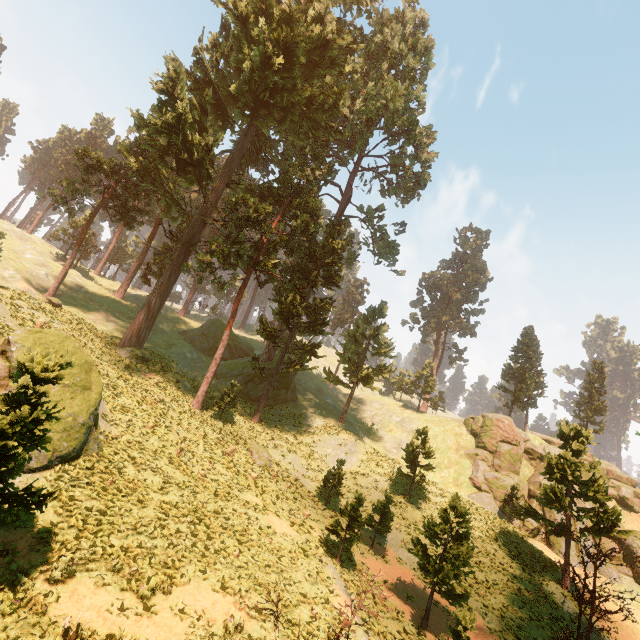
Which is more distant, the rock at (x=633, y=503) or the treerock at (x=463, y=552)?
the rock at (x=633, y=503)

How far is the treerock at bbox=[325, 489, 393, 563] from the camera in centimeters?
1716cm

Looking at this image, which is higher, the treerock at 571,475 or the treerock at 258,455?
the treerock at 571,475

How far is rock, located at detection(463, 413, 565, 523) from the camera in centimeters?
3416cm

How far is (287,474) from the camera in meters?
25.3

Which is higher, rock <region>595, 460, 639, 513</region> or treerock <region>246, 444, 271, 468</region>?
rock <region>595, 460, 639, 513</region>
